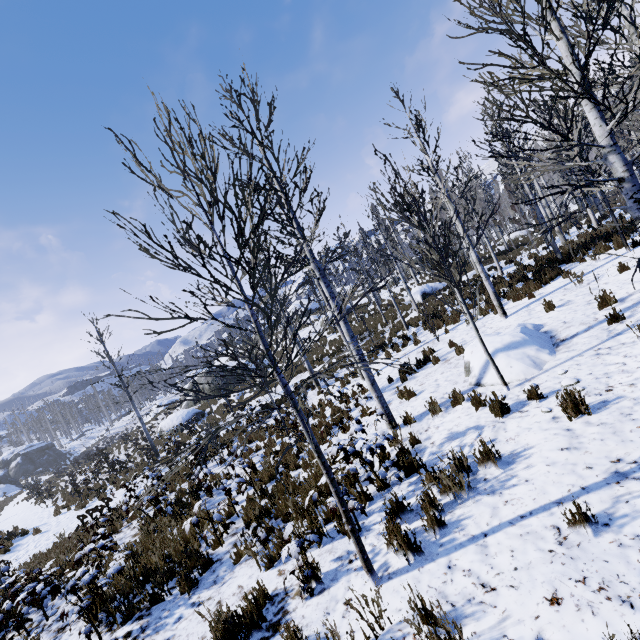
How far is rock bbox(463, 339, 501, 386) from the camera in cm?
669

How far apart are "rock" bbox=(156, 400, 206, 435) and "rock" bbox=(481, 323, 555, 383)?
23.7 meters

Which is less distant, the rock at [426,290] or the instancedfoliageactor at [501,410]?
the instancedfoliageactor at [501,410]

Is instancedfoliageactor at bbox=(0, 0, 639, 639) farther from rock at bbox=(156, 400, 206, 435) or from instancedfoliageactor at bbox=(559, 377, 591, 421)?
rock at bbox=(156, 400, 206, 435)

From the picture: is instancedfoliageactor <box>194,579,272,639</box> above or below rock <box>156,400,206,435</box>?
below

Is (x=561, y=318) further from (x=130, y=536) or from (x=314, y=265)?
(x=130, y=536)

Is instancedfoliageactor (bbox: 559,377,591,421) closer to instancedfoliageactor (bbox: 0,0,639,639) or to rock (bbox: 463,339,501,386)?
rock (bbox: 463,339,501,386)

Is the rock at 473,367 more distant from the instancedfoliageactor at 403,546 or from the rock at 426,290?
the rock at 426,290
